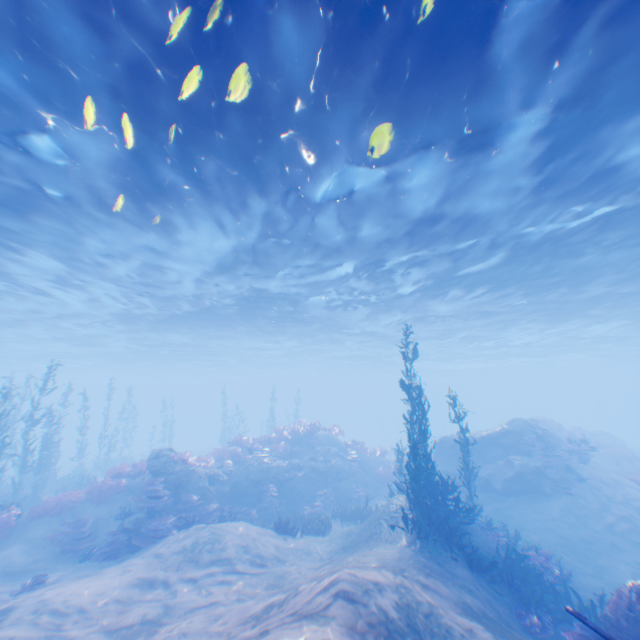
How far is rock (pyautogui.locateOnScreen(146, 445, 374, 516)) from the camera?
15.5 meters

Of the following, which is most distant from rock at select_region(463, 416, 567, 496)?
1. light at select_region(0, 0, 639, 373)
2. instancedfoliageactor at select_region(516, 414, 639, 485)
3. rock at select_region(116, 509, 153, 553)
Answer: rock at select_region(116, 509, 153, 553)

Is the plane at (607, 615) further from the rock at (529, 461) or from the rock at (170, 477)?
the rock at (170, 477)

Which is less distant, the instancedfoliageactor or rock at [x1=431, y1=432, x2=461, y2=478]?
the instancedfoliageactor

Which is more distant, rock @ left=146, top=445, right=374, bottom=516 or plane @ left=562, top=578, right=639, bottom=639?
rock @ left=146, top=445, right=374, bottom=516

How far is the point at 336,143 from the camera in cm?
895

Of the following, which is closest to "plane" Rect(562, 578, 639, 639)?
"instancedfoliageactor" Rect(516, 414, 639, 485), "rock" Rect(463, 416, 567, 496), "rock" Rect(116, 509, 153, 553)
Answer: "rock" Rect(463, 416, 567, 496)

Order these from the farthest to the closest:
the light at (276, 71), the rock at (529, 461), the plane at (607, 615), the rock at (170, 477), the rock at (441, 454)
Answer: the rock at (441, 454) < the rock at (529, 461) < the rock at (170, 477) < the light at (276, 71) < the plane at (607, 615)
